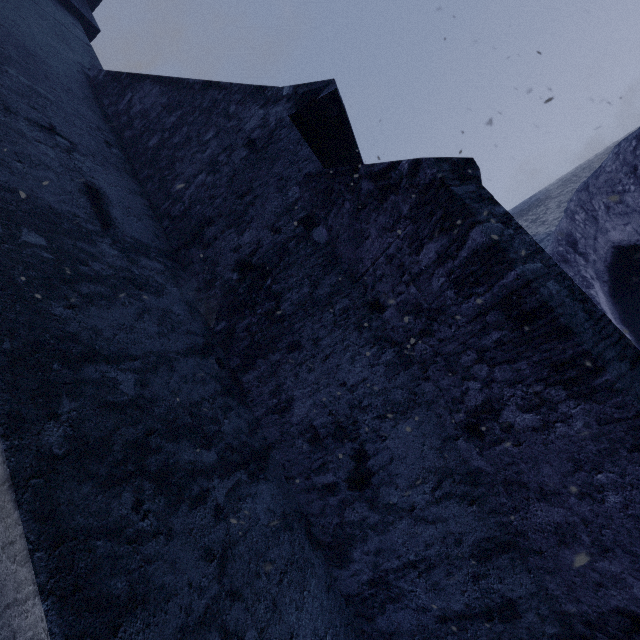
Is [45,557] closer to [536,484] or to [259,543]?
[259,543]
